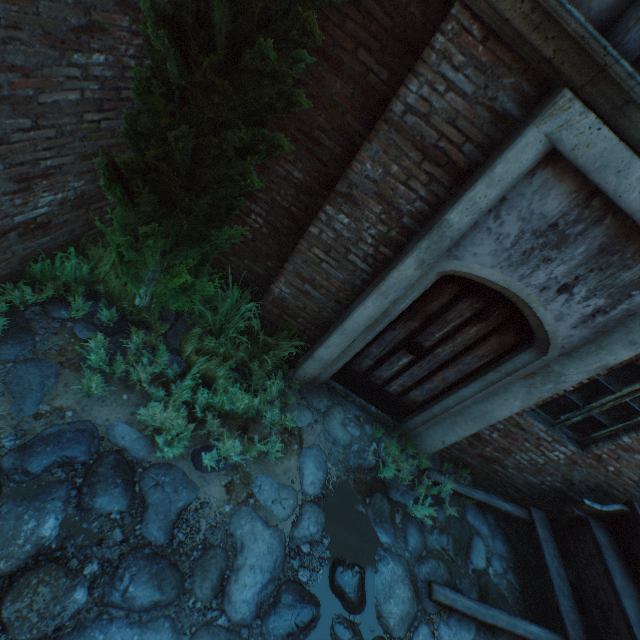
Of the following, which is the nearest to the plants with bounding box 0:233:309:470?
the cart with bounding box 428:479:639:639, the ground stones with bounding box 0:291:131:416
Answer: the ground stones with bounding box 0:291:131:416

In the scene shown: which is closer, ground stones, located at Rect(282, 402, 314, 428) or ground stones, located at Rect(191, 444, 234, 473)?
ground stones, located at Rect(191, 444, 234, 473)

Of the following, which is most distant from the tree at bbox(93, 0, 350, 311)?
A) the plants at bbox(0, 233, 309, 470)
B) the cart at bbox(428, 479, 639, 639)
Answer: the cart at bbox(428, 479, 639, 639)

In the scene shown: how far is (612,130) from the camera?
2.3m

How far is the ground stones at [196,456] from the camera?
3.0 meters

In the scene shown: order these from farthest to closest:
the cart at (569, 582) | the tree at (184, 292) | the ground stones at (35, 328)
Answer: the cart at (569, 582), the ground stones at (35, 328), the tree at (184, 292)

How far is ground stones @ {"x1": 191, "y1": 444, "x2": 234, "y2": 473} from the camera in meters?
3.0 m
